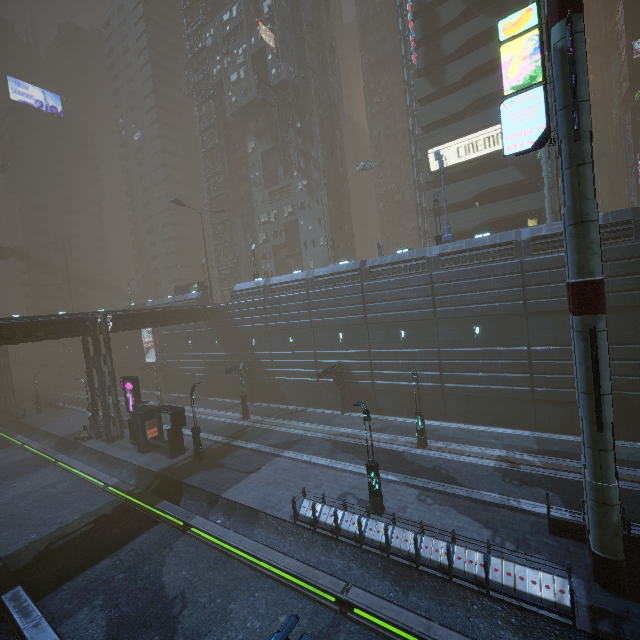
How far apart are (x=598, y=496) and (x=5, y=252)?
85.2 meters

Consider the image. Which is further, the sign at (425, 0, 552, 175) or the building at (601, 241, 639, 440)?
the building at (601, 241, 639, 440)

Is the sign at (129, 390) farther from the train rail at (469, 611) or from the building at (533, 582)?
the train rail at (469, 611)

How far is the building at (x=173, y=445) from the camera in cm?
2433

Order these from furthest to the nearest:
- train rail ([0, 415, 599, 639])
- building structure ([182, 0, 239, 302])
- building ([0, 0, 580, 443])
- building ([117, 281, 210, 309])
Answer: building structure ([182, 0, 239, 302]), building ([117, 281, 210, 309]), building ([0, 0, 580, 443]), train rail ([0, 415, 599, 639])

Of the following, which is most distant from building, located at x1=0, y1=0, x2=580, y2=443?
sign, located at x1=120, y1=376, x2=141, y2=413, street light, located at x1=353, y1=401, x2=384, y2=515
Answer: street light, located at x1=353, y1=401, x2=384, y2=515

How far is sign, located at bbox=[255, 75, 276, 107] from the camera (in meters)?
43.04

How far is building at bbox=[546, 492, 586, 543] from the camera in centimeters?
1252cm
